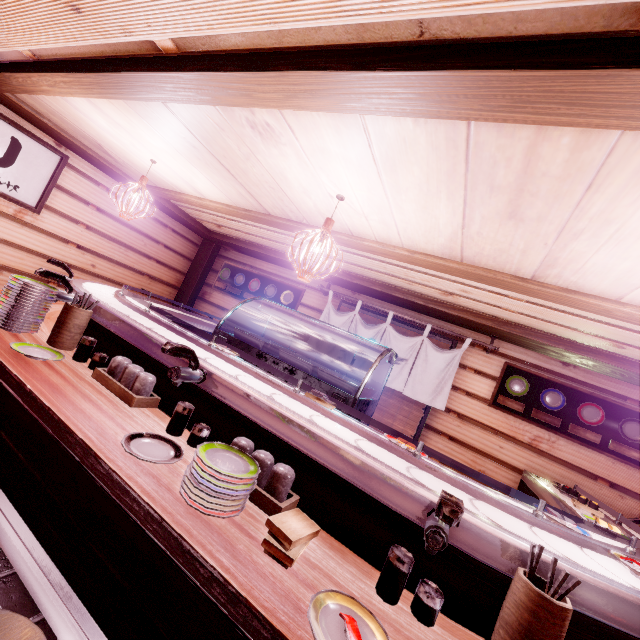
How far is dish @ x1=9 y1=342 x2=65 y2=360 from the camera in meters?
3.4 m

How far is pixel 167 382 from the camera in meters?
3.7

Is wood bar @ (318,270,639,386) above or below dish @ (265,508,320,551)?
above

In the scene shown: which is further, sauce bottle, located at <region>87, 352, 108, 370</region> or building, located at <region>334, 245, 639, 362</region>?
building, located at <region>334, 245, 639, 362</region>

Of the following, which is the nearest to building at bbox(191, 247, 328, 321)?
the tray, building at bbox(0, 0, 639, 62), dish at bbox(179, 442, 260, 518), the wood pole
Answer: the wood pole

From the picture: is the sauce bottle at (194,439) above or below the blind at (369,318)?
below

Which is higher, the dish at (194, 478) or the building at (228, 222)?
the building at (228, 222)

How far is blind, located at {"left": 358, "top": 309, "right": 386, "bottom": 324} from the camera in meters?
9.1
